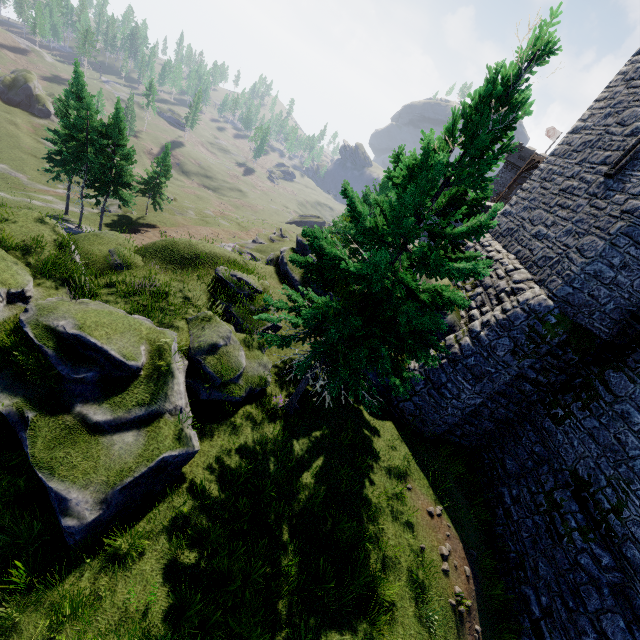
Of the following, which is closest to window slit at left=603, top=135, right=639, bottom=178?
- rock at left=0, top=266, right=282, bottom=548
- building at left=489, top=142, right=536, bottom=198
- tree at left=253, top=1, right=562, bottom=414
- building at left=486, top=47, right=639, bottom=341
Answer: building at left=486, top=47, right=639, bottom=341

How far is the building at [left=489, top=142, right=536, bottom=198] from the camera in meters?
53.2 m

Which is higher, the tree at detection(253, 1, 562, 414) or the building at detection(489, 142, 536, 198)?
the building at detection(489, 142, 536, 198)

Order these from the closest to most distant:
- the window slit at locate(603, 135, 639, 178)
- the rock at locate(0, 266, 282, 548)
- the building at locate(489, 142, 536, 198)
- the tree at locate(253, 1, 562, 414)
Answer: the tree at locate(253, 1, 562, 414)
the rock at locate(0, 266, 282, 548)
the window slit at locate(603, 135, 639, 178)
the building at locate(489, 142, 536, 198)

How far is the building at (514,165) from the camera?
53.2 meters

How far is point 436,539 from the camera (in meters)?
10.67

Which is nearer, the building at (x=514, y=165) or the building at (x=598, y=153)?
the building at (x=598, y=153)

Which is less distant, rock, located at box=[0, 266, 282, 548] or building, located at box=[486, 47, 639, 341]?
rock, located at box=[0, 266, 282, 548]
